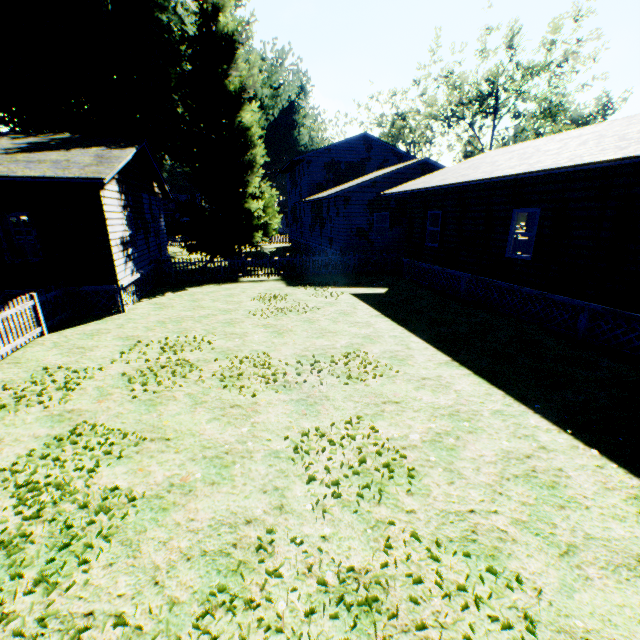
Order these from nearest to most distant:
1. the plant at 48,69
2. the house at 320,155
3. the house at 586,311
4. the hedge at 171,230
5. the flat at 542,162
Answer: the flat at 542,162 < the house at 586,311 < the plant at 48,69 < the house at 320,155 < the hedge at 171,230

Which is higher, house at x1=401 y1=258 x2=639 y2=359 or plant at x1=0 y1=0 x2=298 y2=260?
plant at x1=0 y1=0 x2=298 y2=260

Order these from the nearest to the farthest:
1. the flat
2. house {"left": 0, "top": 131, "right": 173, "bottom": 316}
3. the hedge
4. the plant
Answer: the flat → house {"left": 0, "top": 131, "right": 173, "bottom": 316} → the plant → the hedge

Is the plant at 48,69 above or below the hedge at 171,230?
above

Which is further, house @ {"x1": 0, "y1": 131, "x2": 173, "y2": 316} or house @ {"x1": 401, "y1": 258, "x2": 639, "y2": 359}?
house @ {"x1": 0, "y1": 131, "x2": 173, "y2": 316}

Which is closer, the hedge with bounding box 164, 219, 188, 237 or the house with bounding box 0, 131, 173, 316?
the house with bounding box 0, 131, 173, 316

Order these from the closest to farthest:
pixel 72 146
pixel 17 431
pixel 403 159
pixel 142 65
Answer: pixel 17 431 → pixel 72 146 → pixel 142 65 → pixel 403 159

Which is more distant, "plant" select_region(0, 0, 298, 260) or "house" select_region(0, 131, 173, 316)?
"plant" select_region(0, 0, 298, 260)
